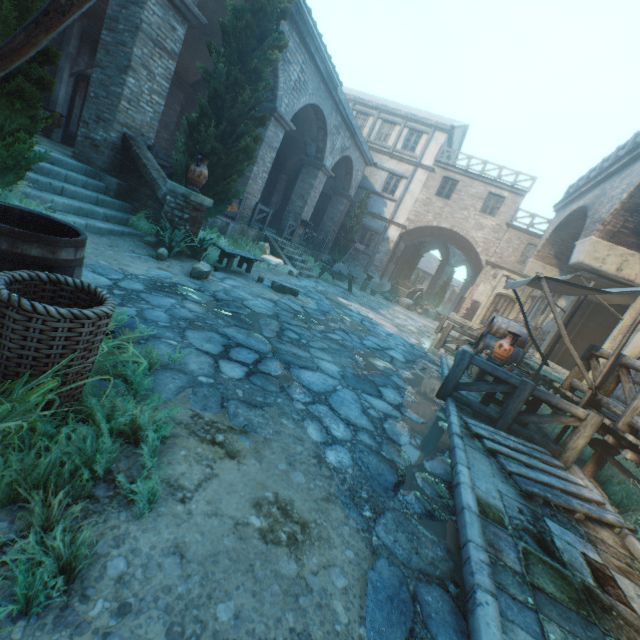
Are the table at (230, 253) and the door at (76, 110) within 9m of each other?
yes

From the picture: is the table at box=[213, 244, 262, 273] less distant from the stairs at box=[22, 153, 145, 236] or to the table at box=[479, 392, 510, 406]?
the stairs at box=[22, 153, 145, 236]

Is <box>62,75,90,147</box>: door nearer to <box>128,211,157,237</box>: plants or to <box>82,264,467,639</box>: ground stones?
<box>128,211,157,237</box>: plants

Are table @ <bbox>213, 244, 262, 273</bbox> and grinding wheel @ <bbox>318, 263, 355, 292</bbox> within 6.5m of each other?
no

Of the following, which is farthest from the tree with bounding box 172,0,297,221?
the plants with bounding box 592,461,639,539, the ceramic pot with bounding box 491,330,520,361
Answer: the plants with bounding box 592,461,639,539

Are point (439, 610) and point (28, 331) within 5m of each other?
yes

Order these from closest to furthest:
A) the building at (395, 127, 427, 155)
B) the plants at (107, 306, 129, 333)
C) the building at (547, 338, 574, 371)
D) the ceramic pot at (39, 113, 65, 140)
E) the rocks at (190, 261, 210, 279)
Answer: the plants at (107, 306, 129, 333) → the rocks at (190, 261, 210, 279) → the ceramic pot at (39, 113, 65, 140) → the building at (547, 338, 574, 371) → the building at (395, 127, 427, 155)

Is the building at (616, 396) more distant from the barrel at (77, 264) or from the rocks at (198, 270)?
the rocks at (198, 270)
